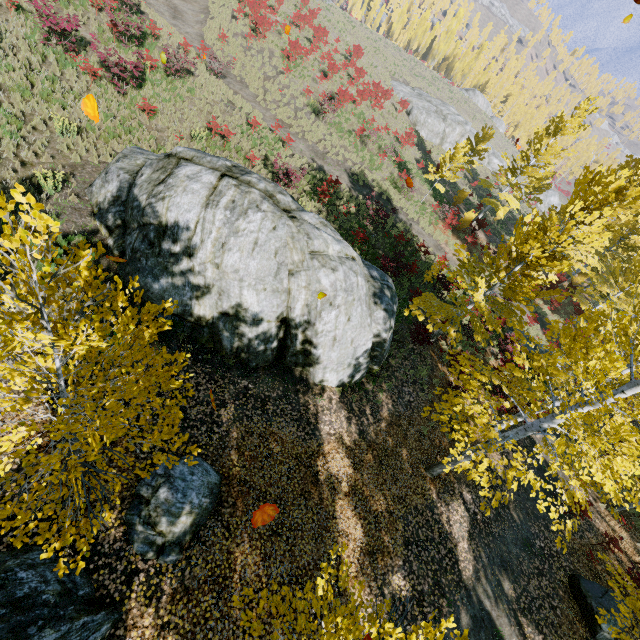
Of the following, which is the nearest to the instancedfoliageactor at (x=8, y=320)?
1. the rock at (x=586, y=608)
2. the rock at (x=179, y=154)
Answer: the rock at (x=179, y=154)

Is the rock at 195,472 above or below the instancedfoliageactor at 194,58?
below

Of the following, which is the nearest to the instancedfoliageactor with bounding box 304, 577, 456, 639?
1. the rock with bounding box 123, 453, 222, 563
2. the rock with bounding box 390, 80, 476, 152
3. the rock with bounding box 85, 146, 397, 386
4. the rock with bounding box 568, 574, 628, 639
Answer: the rock with bounding box 85, 146, 397, 386

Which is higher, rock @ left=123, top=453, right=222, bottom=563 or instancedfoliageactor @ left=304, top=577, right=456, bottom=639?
instancedfoliageactor @ left=304, top=577, right=456, bottom=639

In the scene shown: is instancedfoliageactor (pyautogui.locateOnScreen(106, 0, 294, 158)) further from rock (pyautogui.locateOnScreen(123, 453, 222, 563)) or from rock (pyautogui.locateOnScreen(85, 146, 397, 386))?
rock (pyautogui.locateOnScreen(123, 453, 222, 563))

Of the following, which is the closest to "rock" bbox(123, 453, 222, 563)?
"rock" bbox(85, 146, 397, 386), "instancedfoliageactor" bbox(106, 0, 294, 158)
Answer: "rock" bbox(85, 146, 397, 386)

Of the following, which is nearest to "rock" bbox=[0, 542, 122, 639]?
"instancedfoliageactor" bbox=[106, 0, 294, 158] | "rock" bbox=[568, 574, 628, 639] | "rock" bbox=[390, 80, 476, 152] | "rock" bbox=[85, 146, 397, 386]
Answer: "instancedfoliageactor" bbox=[106, 0, 294, 158]

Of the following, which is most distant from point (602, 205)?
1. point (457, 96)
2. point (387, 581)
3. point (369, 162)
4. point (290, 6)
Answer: point (457, 96)
